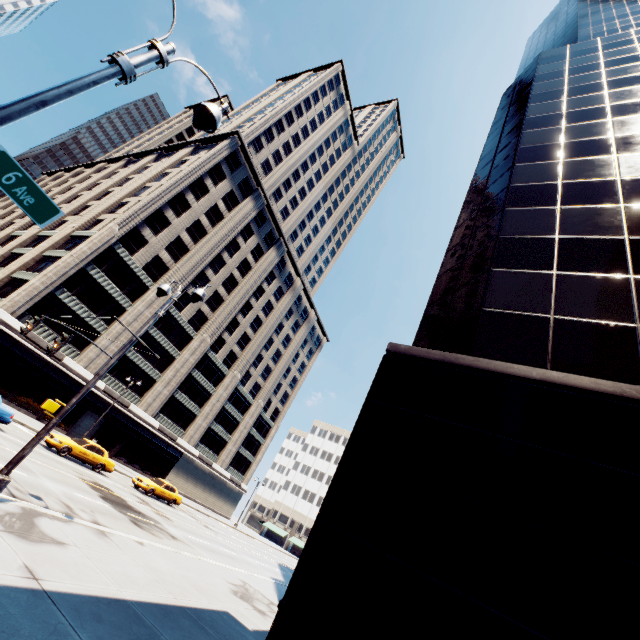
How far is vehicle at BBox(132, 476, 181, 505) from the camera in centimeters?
2642cm

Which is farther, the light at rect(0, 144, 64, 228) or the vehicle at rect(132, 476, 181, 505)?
the vehicle at rect(132, 476, 181, 505)

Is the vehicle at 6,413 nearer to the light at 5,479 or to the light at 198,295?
the light at 5,479

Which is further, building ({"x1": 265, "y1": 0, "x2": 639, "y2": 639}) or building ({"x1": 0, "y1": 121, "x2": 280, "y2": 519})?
building ({"x1": 0, "y1": 121, "x2": 280, "y2": 519})

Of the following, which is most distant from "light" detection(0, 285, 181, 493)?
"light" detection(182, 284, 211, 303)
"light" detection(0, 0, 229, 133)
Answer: "light" detection(0, 0, 229, 133)

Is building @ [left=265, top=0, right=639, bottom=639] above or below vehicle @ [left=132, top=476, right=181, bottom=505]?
above

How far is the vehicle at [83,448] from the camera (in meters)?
20.60

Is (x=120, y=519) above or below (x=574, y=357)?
below
